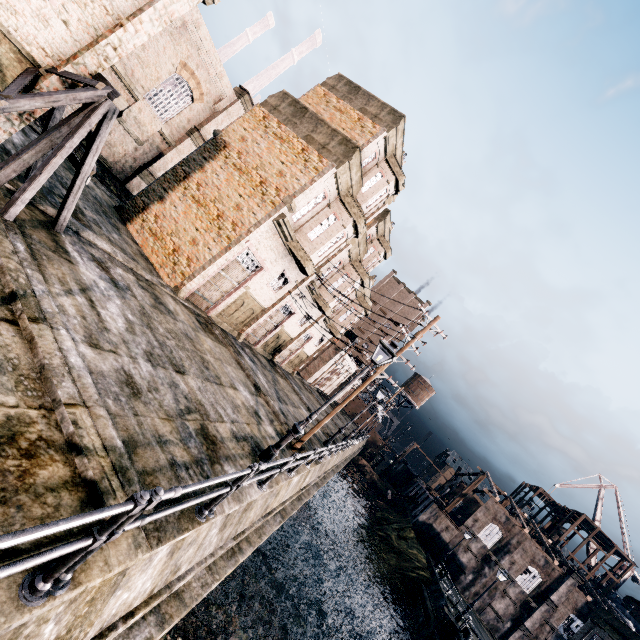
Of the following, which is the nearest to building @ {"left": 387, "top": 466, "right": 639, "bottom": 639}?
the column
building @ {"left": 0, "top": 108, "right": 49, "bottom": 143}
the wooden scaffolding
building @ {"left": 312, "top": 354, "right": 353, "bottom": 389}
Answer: the wooden scaffolding

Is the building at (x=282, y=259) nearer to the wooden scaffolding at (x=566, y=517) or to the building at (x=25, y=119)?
the building at (x=25, y=119)

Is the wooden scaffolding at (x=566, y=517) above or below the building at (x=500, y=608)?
above

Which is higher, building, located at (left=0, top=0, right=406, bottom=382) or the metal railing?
building, located at (left=0, top=0, right=406, bottom=382)

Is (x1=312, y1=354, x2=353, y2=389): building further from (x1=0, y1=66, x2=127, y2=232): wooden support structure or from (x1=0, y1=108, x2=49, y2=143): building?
(x1=0, y1=108, x2=49, y2=143): building

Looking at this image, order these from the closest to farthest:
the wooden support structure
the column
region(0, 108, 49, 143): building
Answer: the wooden support structure, region(0, 108, 49, 143): building, the column

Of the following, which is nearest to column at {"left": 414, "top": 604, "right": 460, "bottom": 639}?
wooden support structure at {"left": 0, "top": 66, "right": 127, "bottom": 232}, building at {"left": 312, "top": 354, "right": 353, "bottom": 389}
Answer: building at {"left": 312, "top": 354, "right": 353, "bottom": 389}

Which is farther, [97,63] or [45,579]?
[97,63]
